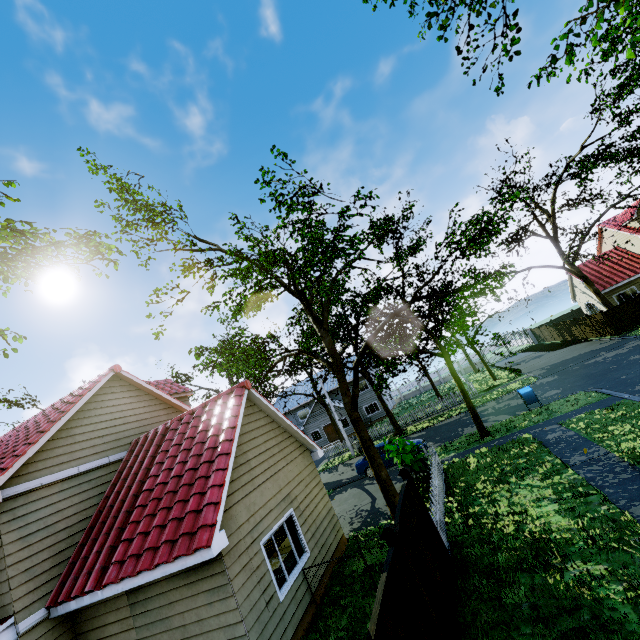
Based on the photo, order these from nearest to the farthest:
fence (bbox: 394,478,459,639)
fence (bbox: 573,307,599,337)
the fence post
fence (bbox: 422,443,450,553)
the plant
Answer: the fence post
fence (bbox: 394,478,459,639)
fence (bbox: 422,443,450,553)
the plant
fence (bbox: 573,307,599,337)

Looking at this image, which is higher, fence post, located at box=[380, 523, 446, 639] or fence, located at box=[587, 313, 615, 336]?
fence post, located at box=[380, 523, 446, 639]

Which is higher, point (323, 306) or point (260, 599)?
point (323, 306)

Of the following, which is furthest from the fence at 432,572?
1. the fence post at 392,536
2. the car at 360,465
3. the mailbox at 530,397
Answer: the mailbox at 530,397

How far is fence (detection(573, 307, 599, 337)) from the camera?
29.66m

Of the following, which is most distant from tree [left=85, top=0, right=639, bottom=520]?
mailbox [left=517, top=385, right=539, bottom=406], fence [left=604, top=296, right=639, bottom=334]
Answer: mailbox [left=517, top=385, right=539, bottom=406]

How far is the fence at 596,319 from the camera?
27.1m
